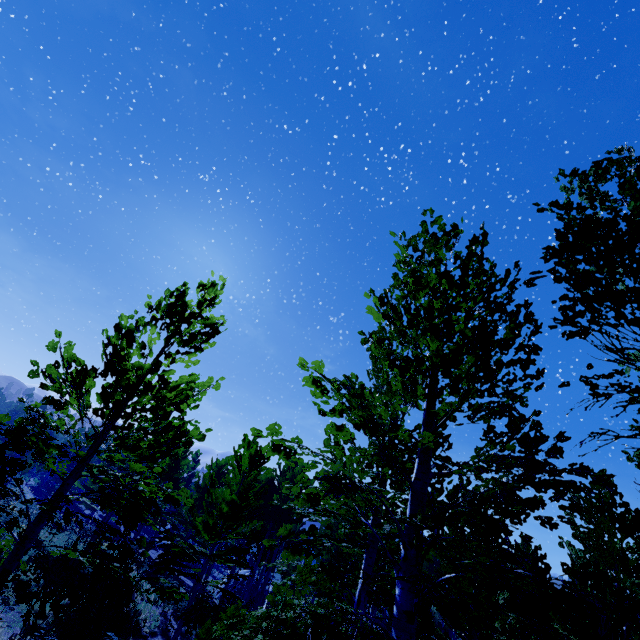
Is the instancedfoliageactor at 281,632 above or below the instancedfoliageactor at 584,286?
below

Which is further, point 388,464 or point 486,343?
point 388,464

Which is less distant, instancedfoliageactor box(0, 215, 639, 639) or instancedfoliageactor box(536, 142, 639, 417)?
instancedfoliageactor box(0, 215, 639, 639)

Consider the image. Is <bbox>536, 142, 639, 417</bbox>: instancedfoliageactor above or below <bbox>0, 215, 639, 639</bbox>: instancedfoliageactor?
above

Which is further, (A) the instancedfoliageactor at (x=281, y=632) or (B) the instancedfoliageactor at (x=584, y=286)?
(B) the instancedfoliageactor at (x=584, y=286)
